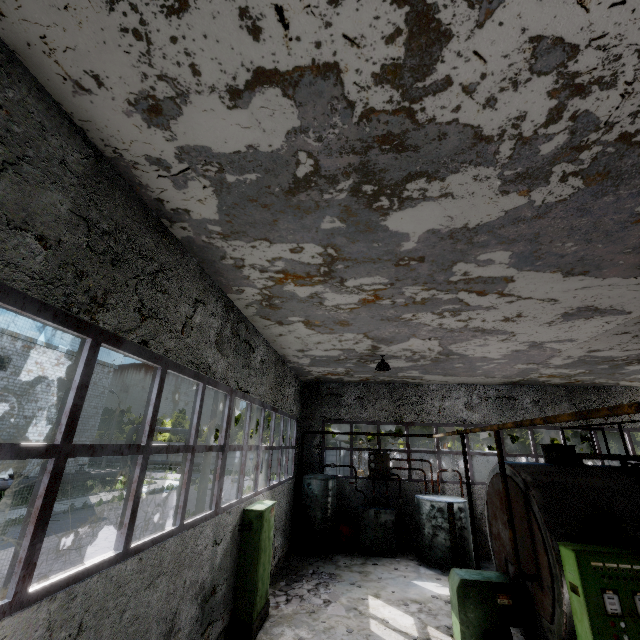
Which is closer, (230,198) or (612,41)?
(612,41)

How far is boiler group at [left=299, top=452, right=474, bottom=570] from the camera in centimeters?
1159cm

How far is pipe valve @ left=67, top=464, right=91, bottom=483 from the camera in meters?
24.7 m

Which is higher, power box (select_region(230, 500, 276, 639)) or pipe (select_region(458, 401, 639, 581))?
pipe (select_region(458, 401, 639, 581))

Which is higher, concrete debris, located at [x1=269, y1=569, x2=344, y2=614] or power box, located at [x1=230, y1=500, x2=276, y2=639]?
power box, located at [x1=230, y1=500, x2=276, y2=639]

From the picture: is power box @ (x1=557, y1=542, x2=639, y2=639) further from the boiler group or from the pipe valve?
the pipe valve

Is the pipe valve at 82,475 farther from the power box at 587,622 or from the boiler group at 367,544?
the power box at 587,622

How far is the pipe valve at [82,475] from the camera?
24.70m
